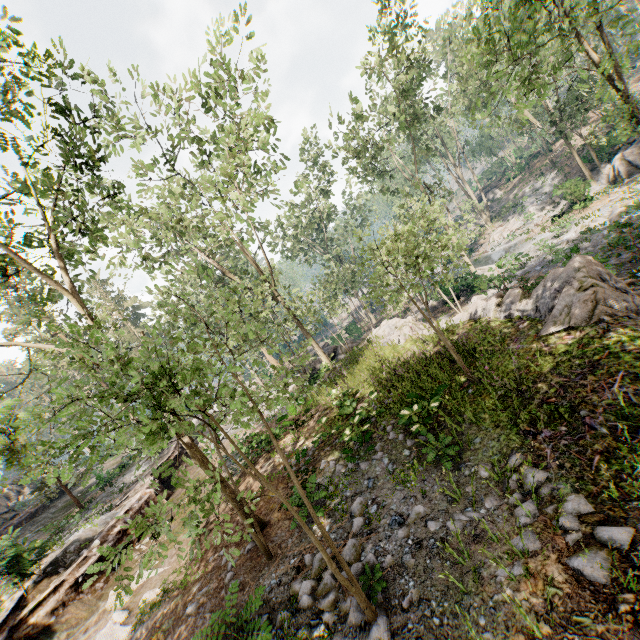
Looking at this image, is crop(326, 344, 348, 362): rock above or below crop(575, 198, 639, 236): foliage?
above

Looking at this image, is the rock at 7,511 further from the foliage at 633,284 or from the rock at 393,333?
the rock at 393,333

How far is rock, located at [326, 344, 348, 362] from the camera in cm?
2333

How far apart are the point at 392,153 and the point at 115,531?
33.9m

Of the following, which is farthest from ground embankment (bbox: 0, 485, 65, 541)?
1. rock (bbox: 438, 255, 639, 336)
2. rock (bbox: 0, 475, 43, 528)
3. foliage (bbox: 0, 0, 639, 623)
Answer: rock (bbox: 0, 475, 43, 528)

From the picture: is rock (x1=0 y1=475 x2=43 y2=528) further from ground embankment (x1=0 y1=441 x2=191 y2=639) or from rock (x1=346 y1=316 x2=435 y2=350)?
rock (x1=346 y1=316 x2=435 y2=350)

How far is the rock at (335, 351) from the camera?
23.33m

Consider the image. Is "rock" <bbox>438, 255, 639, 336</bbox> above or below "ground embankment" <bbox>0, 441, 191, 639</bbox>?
below
